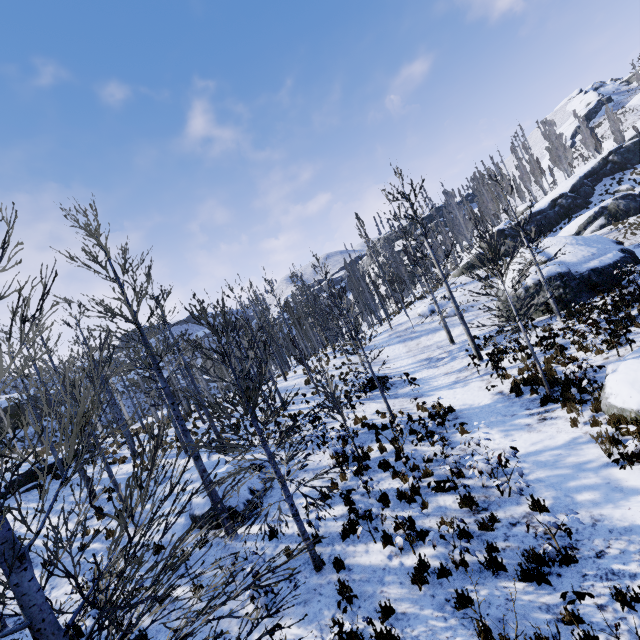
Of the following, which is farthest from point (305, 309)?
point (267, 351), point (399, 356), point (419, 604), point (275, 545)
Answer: point (419, 604)

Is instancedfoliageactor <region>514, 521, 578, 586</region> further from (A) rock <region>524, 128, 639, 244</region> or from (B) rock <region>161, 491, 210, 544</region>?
(B) rock <region>161, 491, 210, 544</region>

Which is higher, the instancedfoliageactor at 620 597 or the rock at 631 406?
the rock at 631 406

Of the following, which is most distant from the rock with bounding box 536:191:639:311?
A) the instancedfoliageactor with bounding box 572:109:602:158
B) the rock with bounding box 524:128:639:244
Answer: the rock with bounding box 524:128:639:244

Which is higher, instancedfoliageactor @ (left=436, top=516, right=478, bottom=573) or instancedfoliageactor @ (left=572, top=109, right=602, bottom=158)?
instancedfoliageactor @ (left=572, top=109, right=602, bottom=158)

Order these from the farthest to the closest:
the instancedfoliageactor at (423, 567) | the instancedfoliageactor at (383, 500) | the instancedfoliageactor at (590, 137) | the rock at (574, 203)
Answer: the instancedfoliageactor at (590, 137)
the rock at (574, 203)
the instancedfoliageactor at (383, 500)
the instancedfoliageactor at (423, 567)

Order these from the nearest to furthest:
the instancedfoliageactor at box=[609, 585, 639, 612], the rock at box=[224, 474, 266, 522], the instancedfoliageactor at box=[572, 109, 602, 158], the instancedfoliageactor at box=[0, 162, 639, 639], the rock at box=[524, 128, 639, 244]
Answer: the instancedfoliageactor at box=[0, 162, 639, 639] < the instancedfoliageactor at box=[609, 585, 639, 612] < the rock at box=[224, 474, 266, 522] < the rock at box=[524, 128, 639, 244] < the instancedfoliageactor at box=[572, 109, 602, 158]

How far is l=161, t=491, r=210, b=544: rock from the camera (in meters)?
9.91
